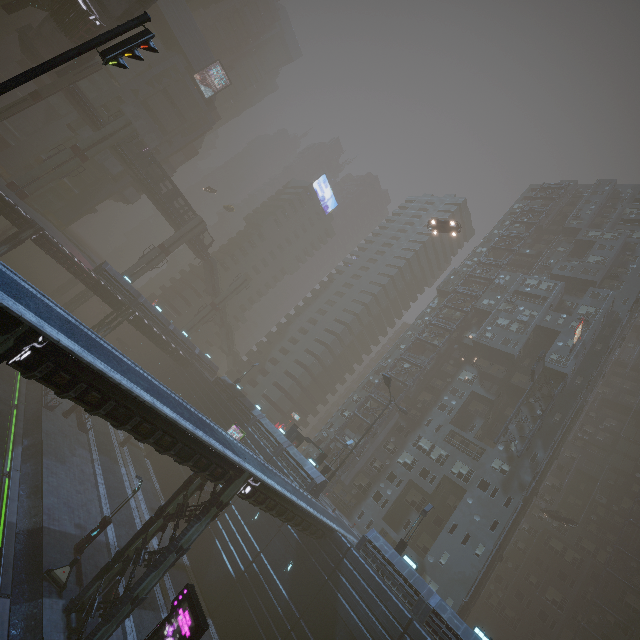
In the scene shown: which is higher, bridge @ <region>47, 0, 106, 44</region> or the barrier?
bridge @ <region>47, 0, 106, 44</region>

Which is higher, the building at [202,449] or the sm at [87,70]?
the sm at [87,70]

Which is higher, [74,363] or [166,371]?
[74,363]

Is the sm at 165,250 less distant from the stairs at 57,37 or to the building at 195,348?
the building at 195,348

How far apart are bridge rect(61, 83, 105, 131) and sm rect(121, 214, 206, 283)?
15.7 meters

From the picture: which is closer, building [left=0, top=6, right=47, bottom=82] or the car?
the car

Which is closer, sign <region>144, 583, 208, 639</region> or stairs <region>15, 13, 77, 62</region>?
sign <region>144, 583, 208, 639</region>

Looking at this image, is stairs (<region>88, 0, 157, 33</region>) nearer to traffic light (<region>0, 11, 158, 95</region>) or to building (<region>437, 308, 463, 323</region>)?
building (<region>437, 308, 463, 323</region>)
